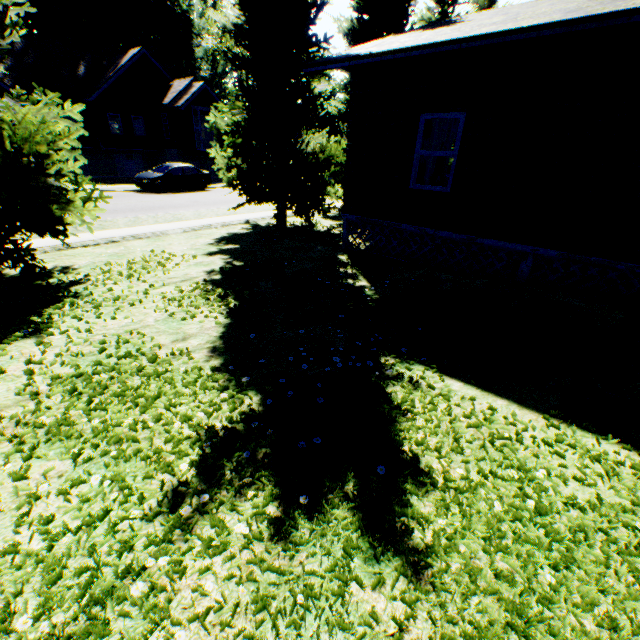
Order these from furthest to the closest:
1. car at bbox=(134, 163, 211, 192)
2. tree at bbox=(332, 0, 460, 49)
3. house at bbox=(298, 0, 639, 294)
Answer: car at bbox=(134, 163, 211, 192) → tree at bbox=(332, 0, 460, 49) → house at bbox=(298, 0, 639, 294)

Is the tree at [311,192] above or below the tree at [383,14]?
below

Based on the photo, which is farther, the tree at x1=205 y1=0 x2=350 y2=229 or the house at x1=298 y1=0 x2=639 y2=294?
the tree at x1=205 y1=0 x2=350 y2=229

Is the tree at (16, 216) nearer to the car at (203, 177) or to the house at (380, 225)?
the house at (380, 225)

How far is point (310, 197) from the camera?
11.4m

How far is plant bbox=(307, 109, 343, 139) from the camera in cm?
3931

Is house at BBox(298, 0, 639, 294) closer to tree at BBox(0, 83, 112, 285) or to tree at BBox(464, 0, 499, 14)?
tree at BBox(464, 0, 499, 14)

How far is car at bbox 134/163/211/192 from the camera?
20.2 meters
